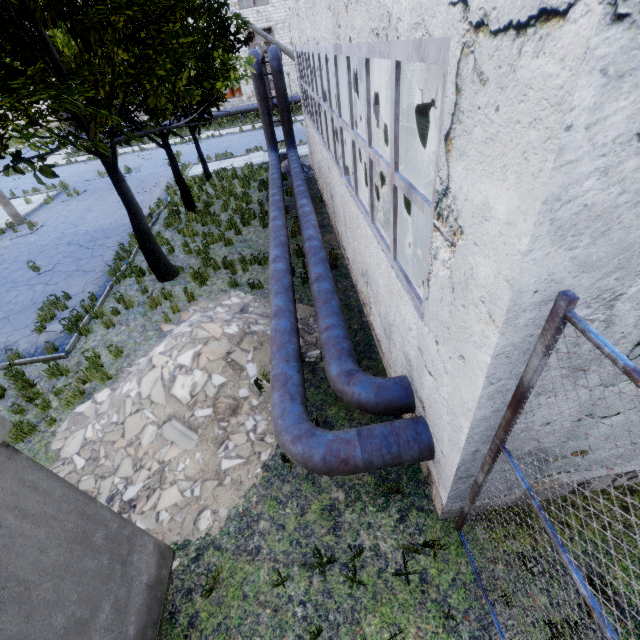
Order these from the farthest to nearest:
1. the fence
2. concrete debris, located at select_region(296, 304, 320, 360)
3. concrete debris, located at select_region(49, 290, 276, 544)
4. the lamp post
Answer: the lamp post
concrete debris, located at select_region(296, 304, 320, 360)
concrete debris, located at select_region(49, 290, 276, 544)
the fence

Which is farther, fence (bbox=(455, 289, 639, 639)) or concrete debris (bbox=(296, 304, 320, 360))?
concrete debris (bbox=(296, 304, 320, 360))

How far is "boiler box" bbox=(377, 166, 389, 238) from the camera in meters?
8.1 m

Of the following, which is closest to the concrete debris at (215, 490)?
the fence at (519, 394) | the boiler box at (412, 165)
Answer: the boiler box at (412, 165)

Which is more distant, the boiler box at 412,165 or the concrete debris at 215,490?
the boiler box at 412,165

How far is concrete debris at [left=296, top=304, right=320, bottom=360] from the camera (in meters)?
7.27

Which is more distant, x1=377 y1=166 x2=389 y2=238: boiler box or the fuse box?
x1=377 y1=166 x2=389 y2=238: boiler box

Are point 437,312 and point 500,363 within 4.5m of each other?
yes
